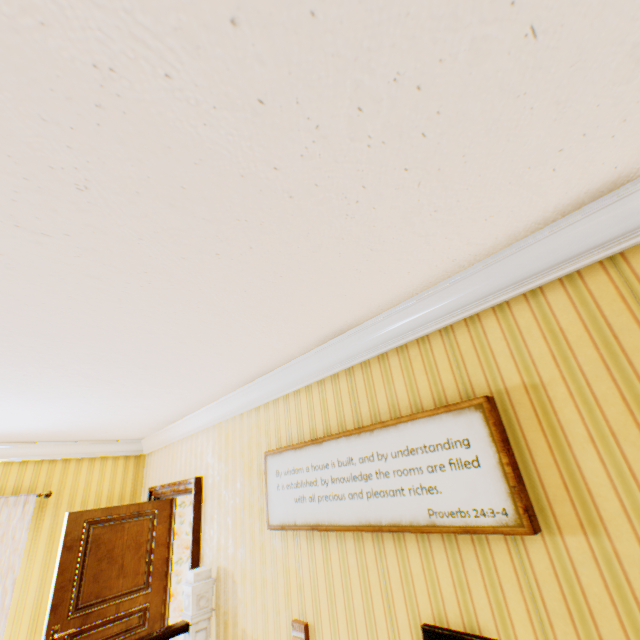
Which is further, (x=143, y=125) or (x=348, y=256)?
(x=348, y=256)

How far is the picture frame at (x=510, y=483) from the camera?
1.5 meters

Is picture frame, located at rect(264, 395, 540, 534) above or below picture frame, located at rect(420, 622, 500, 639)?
above

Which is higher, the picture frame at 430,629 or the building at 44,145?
the building at 44,145

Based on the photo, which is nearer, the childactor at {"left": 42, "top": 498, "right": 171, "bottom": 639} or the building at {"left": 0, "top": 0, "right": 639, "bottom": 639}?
the building at {"left": 0, "top": 0, "right": 639, "bottom": 639}

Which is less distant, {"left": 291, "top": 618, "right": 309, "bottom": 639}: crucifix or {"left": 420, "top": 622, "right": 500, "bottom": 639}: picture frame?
{"left": 420, "top": 622, "right": 500, "bottom": 639}: picture frame

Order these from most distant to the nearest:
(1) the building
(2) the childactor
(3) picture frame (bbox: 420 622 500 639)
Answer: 1. (2) the childactor
2. (3) picture frame (bbox: 420 622 500 639)
3. (1) the building

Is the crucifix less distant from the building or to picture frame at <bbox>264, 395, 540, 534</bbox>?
the building
